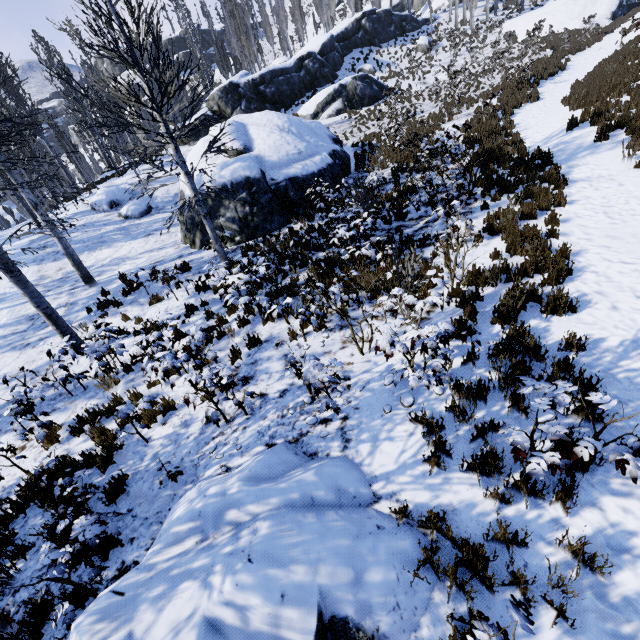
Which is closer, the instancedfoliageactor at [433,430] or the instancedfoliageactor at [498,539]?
the instancedfoliageactor at [498,539]

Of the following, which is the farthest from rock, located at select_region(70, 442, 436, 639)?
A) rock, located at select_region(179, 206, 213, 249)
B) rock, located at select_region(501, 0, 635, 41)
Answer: rock, located at select_region(501, 0, 635, 41)

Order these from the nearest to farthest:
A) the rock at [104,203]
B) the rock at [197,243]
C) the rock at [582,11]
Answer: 1. the rock at [197,243]
2. the rock at [104,203]
3. the rock at [582,11]

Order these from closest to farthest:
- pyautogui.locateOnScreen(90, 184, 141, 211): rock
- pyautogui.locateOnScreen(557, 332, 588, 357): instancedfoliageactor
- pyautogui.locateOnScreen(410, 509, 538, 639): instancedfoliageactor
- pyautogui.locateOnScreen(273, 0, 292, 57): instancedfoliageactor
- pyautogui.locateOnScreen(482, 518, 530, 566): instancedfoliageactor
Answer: pyautogui.locateOnScreen(410, 509, 538, 639): instancedfoliageactor < pyautogui.locateOnScreen(482, 518, 530, 566): instancedfoliageactor < pyautogui.locateOnScreen(557, 332, 588, 357): instancedfoliageactor < pyautogui.locateOnScreen(90, 184, 141, 211): rock < pyautogui.locateOnScreen(273, 0, 292, 57): instancedfoliageactor

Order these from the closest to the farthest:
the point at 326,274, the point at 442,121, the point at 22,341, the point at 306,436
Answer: the point at 306,436
the point at 326,274
the point at 22,341
the point at 442,121

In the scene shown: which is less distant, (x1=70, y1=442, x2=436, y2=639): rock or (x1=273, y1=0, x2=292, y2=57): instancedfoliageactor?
(x1=70, y1=442, x2=436, y2=639): rock

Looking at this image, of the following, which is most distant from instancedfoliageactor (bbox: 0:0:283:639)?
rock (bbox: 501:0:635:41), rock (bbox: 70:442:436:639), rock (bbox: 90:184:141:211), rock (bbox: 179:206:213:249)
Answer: rock (bbox: 70:442:436:639)

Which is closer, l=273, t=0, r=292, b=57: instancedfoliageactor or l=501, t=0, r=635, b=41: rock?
l=501, t=0, r=635, b=41: rock
